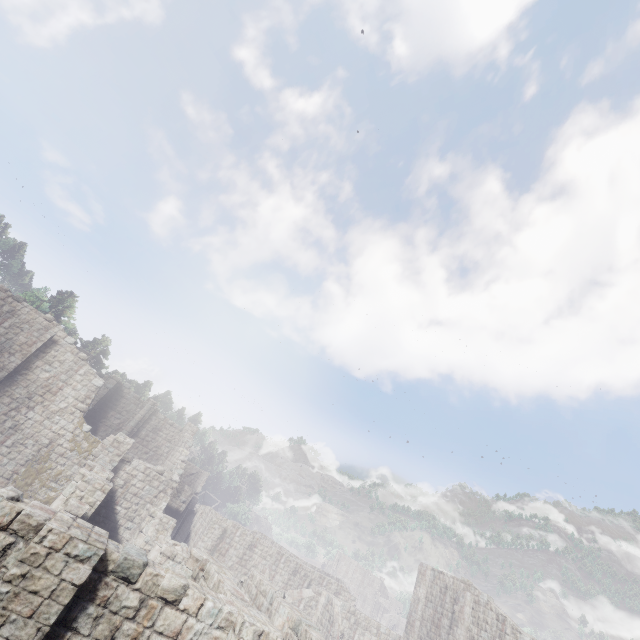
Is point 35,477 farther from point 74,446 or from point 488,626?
point 488,626
